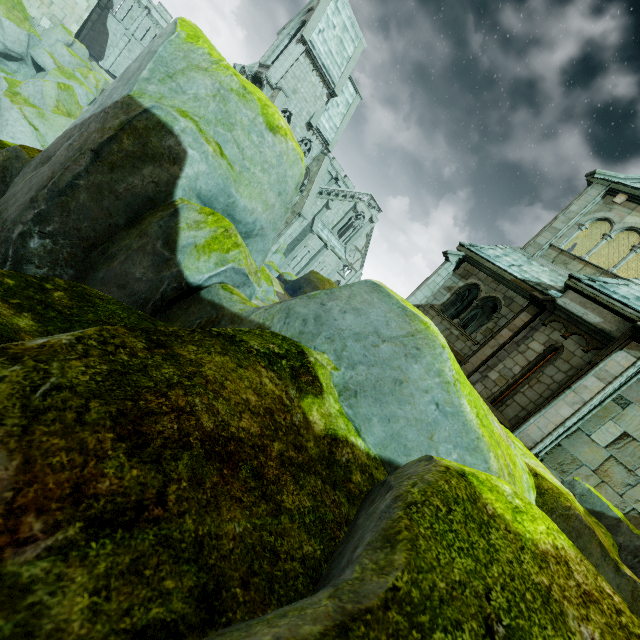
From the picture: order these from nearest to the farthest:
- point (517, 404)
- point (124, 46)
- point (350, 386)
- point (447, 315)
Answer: point (350, 386) → point (517, 404) → point (447, 315) → point (124, 46)

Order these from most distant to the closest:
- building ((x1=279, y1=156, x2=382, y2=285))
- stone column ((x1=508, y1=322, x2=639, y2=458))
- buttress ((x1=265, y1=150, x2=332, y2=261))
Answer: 1. building ((x1=279, y1=156, x2=382, y2=285))
2. buttress ((x1=265, y1=150, x2=332, y2=261))
3. stone column ((x1=508, y1=322, x2=639, y2=458))

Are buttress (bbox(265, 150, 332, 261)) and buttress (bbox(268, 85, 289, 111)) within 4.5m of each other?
no

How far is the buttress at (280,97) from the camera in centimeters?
2604cm

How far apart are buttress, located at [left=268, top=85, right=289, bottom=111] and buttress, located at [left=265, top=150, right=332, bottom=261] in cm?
588

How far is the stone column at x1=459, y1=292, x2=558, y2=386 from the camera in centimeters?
992cm

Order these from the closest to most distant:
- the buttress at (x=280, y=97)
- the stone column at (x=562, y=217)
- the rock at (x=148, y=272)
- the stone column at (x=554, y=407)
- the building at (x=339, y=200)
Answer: the rock at (x=148, y=272) < the stone column at (x=554, y=407) < the stone column at (x=562, y=217) < the buttress at (x=280, y=97) < the building at (x=339, y=200)

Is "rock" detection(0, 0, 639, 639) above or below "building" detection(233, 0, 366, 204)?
below
